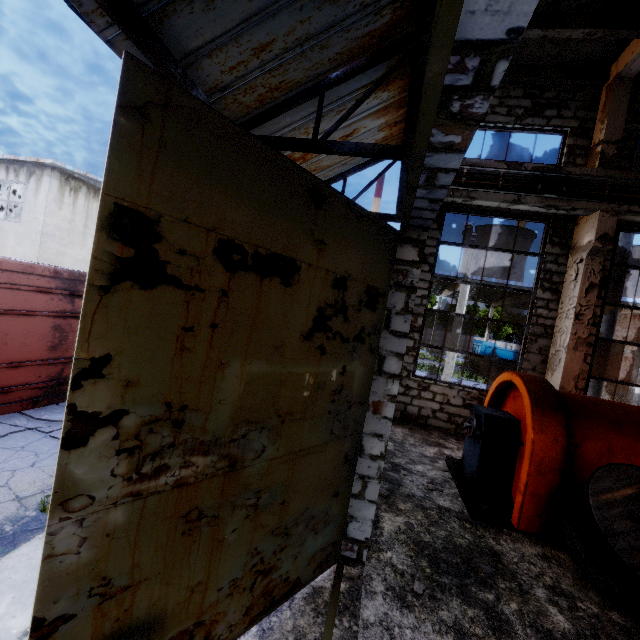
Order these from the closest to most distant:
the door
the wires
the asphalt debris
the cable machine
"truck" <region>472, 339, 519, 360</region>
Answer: the door → the cable machine → the asphalt debris → the wires → "truck" <region>472, 339, 519, 360</region>

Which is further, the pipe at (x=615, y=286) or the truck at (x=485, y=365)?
the truck at (x=485, y=365)

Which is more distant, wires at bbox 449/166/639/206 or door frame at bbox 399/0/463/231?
wires at bbox 449/166/639/206

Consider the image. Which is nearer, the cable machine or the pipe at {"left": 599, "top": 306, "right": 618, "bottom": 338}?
the cable machine

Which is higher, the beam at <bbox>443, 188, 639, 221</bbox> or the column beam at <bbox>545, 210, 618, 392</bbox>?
the beam at <bbox>443, 188, 639, 221</bbox>

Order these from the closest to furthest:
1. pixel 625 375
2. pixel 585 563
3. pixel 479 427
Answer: pixel 585 563 < pixel 479 427 < pixel 625 375

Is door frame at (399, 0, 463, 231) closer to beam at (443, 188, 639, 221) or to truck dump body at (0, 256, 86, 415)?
beam at (443, 188, 639, 221)

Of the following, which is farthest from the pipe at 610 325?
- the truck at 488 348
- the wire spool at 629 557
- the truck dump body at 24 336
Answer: the truck at 488 348
